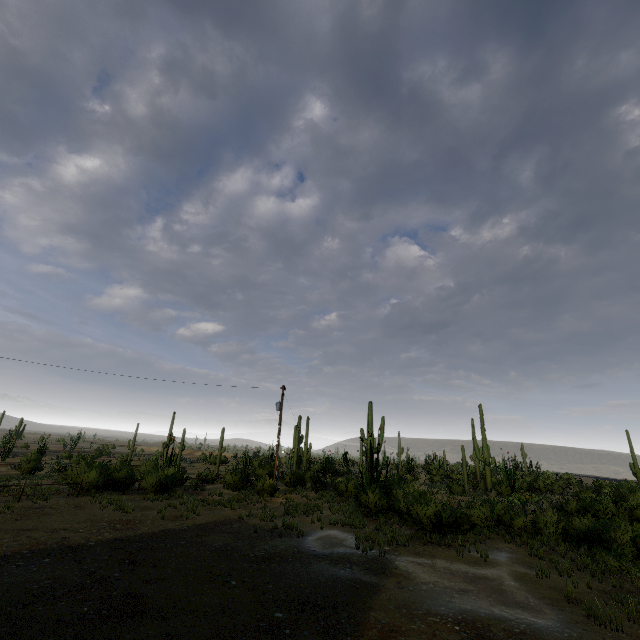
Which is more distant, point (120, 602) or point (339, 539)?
point (339, 539)
